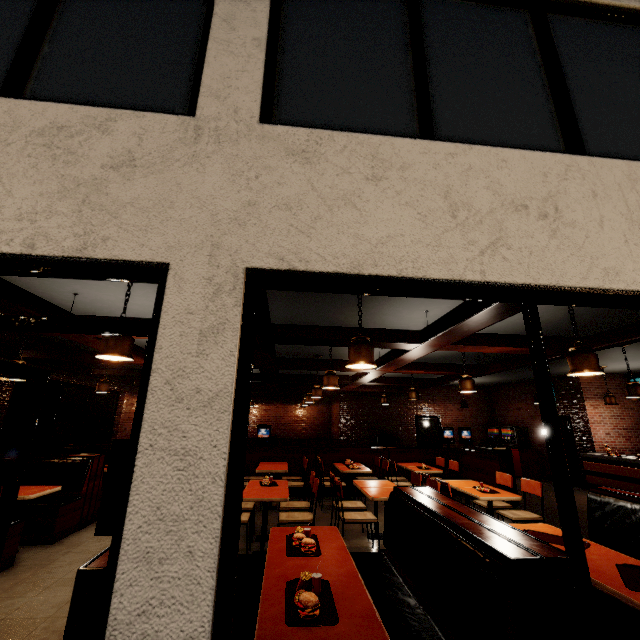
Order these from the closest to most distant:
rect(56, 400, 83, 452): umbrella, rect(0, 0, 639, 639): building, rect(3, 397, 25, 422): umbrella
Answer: rect(0, 0, 639, 639): building, rect(3, 397, 25, 422): umbrella, rect(56, 400, 83, 452): umbrella

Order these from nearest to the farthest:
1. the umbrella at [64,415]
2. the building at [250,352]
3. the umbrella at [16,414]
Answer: the building at [250,352] → the umbrella at [16,414] → the umbrella at [64,415]

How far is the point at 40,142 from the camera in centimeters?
185cm

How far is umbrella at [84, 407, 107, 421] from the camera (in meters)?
10.01

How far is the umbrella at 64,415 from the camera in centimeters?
959cm

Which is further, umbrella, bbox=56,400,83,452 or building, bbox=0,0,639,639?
umbrella, bbox=56,400,83,452

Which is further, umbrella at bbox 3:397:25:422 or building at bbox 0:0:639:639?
umbrella at bbox 3:397:25:422
